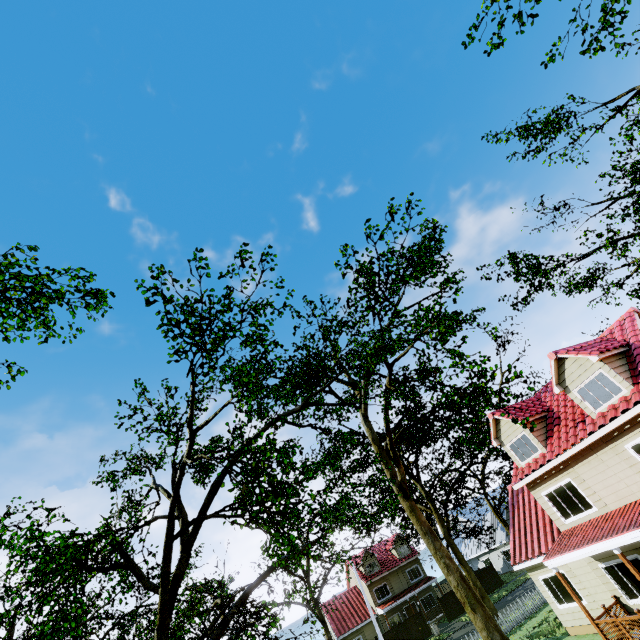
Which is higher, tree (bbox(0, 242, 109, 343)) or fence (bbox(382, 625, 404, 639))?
tree (bbox(0, 242, 109, 343))

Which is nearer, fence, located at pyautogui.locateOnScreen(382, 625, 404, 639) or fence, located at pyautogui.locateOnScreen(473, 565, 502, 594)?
fence, located at pyautogui.locateOnScreen(382, 625, 404, 639)

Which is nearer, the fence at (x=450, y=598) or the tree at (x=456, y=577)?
the tree at (x=456, y=577)

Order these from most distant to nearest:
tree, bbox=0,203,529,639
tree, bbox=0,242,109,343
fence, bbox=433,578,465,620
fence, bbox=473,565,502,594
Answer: fence, bbox=473,565,502,594 < fence, bbox=433,578,465,620 < tree, bbox=0,242,109,343 < tree, bbox=0,203,529,639

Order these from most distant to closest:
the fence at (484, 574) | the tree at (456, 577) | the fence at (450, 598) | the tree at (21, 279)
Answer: the fence at (484, 574) < the fence at (450, 598) < the tree at (21, 279) < the tree at (456, 577)

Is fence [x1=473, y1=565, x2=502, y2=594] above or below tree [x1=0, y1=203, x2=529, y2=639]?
below

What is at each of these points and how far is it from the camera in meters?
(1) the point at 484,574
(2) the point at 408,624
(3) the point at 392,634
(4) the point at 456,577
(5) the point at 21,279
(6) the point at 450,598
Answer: (1) fence, 38.1 m
(2) fence, 33.5 m
(3) fence, 32.7 m
(4) tree, 19.2 m
(5) tree, 12.7 m
(6) fence, 35.8 m

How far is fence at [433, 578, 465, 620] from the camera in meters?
34.8 m
